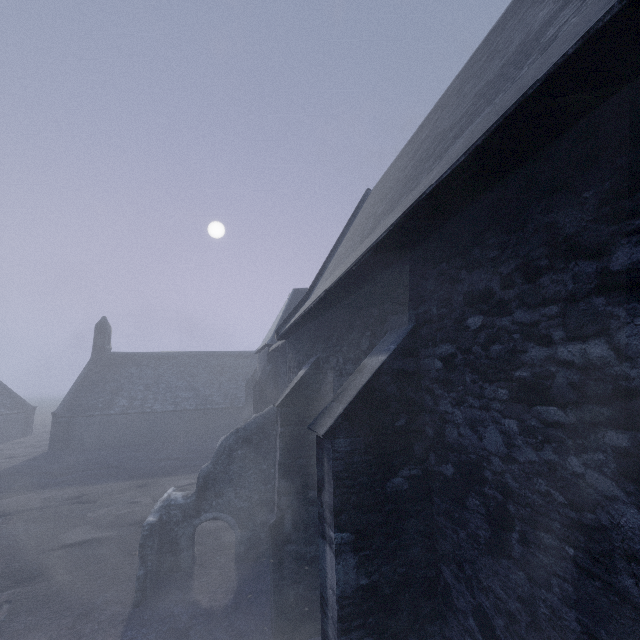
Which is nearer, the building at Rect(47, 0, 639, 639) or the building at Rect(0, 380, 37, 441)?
the building at Rect(47, 0, 639, 639)

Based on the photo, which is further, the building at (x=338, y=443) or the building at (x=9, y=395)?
the building at (x=9, y=395)

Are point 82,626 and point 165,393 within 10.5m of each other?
no
